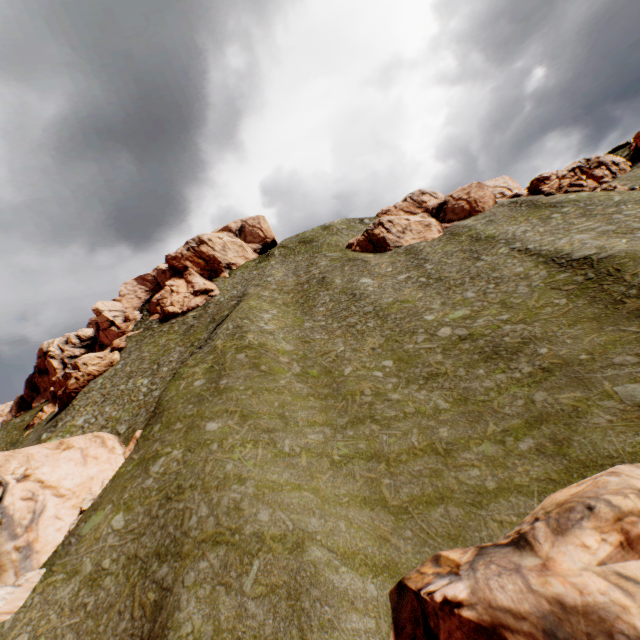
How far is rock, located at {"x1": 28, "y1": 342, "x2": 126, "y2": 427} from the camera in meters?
50.7 m

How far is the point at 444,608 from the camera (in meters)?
9.02

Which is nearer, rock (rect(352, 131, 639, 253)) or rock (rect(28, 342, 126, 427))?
rock (rect(352, 131, 639, 253))

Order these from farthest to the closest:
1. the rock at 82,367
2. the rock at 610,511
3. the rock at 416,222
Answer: the rock at 82,367
the rock at 416,222
the rock at 610,511

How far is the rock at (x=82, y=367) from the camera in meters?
50.7

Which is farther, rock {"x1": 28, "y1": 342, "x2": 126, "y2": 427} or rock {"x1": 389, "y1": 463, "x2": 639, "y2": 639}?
rock {"x1": 28, "y1": 342, "x2": 126, "y2": 427}

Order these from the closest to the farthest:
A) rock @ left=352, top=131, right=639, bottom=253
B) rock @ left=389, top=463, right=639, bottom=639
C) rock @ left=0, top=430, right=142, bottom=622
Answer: rock @ left=389, top=463, right=639, bottom=639 < rock @ left=0, top=430, right=142, bottom=622 < rock @ left=352, top=131, right=639, bottom=253
